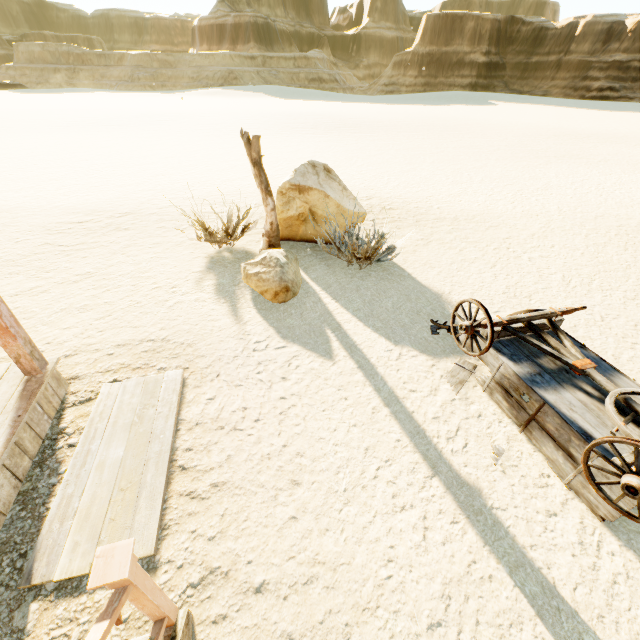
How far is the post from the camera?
5.7m

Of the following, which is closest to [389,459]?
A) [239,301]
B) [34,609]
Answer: [34,609]

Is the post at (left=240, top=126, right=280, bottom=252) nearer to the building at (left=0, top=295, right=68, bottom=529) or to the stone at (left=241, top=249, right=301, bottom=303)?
the stone at (left=241, top=249, right=301, bottom=303)

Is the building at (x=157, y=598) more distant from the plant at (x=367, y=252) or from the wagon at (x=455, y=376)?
the plant at (x=367, y=252)

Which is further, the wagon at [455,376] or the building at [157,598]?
the wagon at [455,376]

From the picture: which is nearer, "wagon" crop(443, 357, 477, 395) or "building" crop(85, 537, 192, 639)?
"building" crop(85, 537, 192, 639)

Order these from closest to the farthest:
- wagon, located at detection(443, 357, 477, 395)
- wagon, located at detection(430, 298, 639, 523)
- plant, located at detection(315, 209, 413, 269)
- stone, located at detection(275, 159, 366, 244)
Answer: wagon, located at detection(430, 298, 639, 523) → wagon, located at detection(443, 357, 477, 395) → plant, located at detection(315, 209, 413, 269) → stone, located at detection(275, 159, 366, 244)

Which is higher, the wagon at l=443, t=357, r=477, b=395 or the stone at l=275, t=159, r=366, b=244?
the stone at l=275, t=159, r=366, b=244
